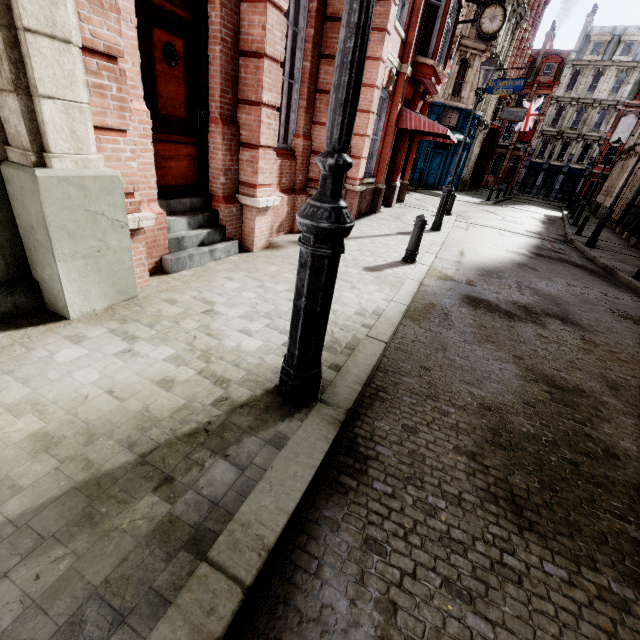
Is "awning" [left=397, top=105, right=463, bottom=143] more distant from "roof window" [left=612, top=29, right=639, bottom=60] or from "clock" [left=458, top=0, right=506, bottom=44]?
"roof window" [left=612, top=29, right=639, bottom=60]

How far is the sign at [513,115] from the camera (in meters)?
28.88

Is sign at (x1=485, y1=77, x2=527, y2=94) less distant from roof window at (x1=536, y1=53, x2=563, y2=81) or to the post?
the post

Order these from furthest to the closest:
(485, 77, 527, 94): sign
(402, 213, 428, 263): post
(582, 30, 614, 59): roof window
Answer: (582, 30, 614, 59): roof window, (485, 77, 527, 94): sign, (402, 213, 428, 263): post

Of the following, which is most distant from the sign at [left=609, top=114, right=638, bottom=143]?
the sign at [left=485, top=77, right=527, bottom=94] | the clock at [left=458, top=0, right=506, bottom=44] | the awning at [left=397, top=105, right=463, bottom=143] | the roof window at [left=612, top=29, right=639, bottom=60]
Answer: Answer: the awning at [left=397, top=105, right=463, bottom=143]

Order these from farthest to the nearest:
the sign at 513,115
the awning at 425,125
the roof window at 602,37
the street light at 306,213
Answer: the roof window at 602,37 < the sign at 513,115 < the awning at 425,125 < the street light at 306,213

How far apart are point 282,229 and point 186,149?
2.73m

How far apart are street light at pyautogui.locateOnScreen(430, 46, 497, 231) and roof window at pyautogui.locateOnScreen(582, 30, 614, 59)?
52.4m
